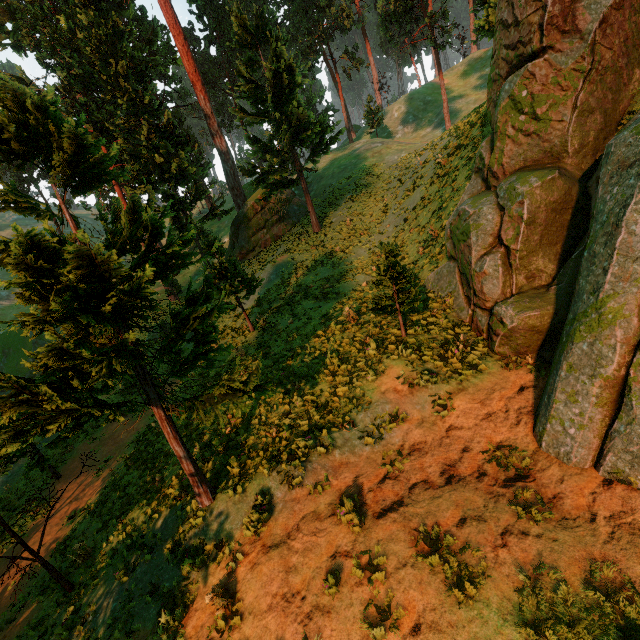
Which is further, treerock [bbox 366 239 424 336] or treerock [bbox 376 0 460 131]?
treerock [bbox 376 0 460 131]

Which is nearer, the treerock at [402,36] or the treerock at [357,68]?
the treerock at [402,36]

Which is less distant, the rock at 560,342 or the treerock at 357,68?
the rock at 560,342

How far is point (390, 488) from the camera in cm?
823

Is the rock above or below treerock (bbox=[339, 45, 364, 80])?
below

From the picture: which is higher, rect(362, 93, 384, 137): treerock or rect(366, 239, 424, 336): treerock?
rect(362, 93, 384, 137): treerock

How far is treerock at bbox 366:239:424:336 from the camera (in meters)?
10.88
